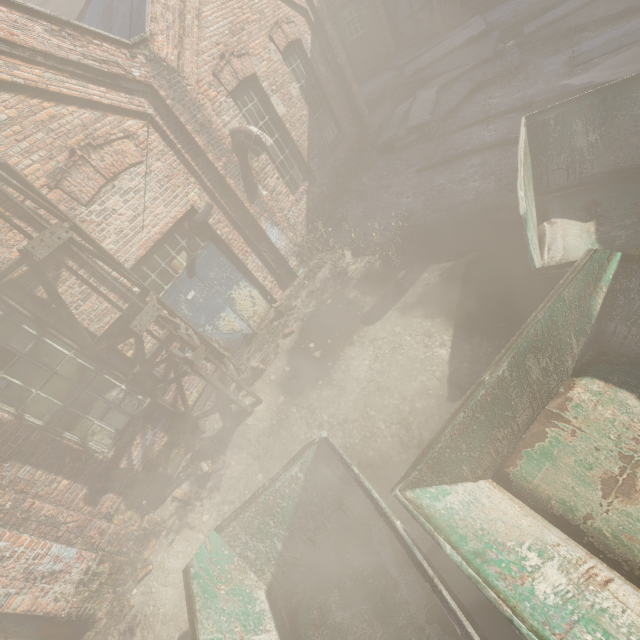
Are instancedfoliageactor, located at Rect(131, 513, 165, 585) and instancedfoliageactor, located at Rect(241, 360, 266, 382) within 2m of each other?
no

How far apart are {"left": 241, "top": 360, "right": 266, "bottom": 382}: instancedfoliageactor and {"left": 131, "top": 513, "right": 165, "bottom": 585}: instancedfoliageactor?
2.7 meters

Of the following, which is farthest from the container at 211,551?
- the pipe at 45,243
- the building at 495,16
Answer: the building at 495,16

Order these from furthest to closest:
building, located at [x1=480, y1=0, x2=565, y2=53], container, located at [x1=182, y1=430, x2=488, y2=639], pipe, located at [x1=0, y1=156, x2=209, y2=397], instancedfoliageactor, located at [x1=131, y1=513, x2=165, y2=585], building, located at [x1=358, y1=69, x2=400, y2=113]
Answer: building, located at [x1=358, y1=69, x2=400, y2=113] → building, located at [x1=480, y1=0, x2=565, y2=53] → instancedfoliageactor, located at [x1=131, y1=513, x2=165, y2=585] → pipe, located at [x1=0, y1=156, x2=209, y2=397] → container, located at [x1=182, y1=430, x2=488, y2=639]

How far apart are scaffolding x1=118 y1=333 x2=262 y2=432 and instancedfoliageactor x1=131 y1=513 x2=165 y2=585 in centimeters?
143cm

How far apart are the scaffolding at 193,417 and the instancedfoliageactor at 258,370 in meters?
0.3 m

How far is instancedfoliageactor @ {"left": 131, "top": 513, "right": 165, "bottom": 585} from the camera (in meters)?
4.49

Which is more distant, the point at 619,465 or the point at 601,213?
the point at 601,213
